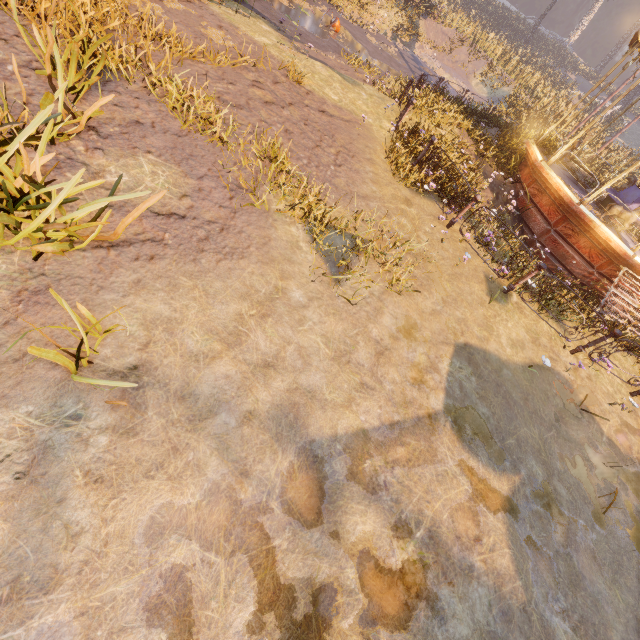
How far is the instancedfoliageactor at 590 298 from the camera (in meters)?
9.59

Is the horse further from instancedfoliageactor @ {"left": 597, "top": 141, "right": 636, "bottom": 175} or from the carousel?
instancedfoliageactor @ {"left": 597, "top": 141, "right": 636, "bottom": 175}

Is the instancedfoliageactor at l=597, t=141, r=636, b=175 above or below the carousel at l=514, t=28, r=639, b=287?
above

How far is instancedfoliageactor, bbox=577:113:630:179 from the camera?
17.7m

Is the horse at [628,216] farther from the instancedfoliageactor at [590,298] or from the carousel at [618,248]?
the instancedfoliageactor at [590,298]

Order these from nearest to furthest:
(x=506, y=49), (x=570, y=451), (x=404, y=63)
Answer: (x=570, y=451) → (x=404, y=63) → (x=506, y=49)

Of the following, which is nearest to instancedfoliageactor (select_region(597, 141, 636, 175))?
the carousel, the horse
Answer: the carousel
